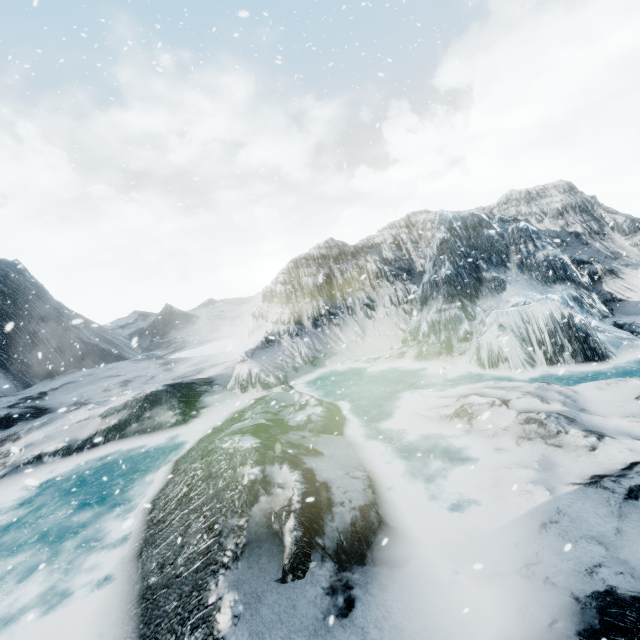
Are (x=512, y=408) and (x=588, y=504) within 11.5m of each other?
yes
